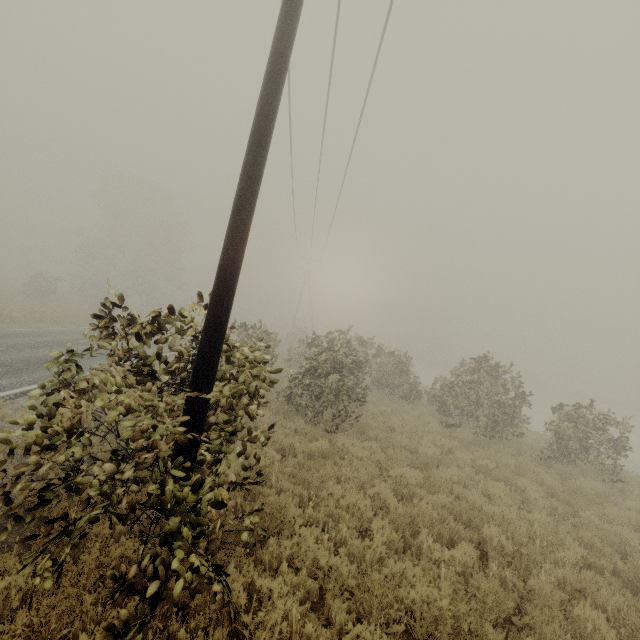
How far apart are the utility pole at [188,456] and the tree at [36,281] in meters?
39.1

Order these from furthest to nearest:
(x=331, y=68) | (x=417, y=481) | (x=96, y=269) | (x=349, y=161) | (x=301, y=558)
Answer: (x=96, y=269) → (x=349, y=161) → (x=331, y=68) → (x=417, y=481) → (x=301, y=558)

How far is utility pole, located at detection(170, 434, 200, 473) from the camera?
3.6m

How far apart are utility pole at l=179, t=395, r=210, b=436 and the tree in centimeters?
3909cm

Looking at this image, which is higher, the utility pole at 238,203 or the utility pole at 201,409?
the utility pole at 238,203

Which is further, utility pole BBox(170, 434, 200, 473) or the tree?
the tree
